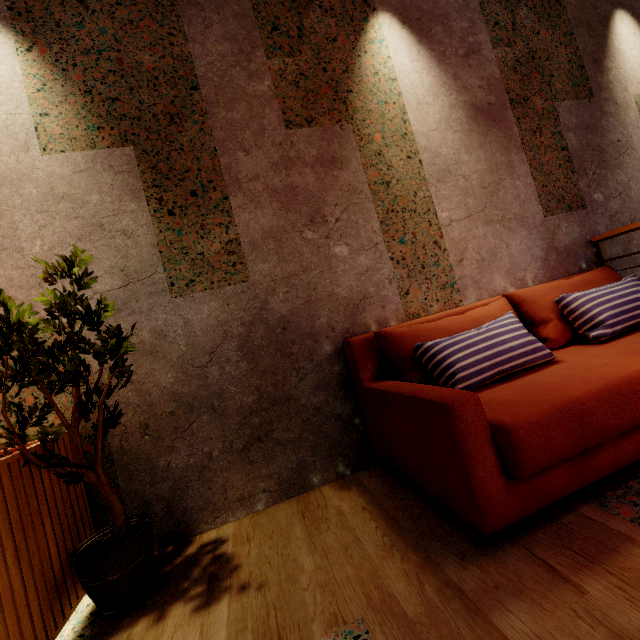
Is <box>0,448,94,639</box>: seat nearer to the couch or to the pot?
the pot

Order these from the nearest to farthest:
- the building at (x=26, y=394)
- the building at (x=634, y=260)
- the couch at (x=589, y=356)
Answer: the couch at (x=589, y=356) < the building at (x=26, y=394) < the building at (x=634, y=260)

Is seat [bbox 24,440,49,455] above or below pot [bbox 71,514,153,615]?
above

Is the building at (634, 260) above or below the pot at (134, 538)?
above

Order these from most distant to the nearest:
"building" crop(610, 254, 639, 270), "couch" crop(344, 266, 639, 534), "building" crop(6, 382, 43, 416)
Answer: "building" crop(610, 254, 639, 270) → "building" crop(6, 382, 43, 416) → "couch" crop(344, 266, 639, 534)

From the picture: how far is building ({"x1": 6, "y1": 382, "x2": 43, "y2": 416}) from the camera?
1.7m

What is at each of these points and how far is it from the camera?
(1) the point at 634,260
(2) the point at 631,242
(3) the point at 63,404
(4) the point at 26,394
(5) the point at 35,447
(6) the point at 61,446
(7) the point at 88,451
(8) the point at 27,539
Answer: (1) building, 2.89m
(2) building, 2.91m
(3) building, 1.79m
(4) building, 1.76m
(5) seat, 1.46m
(6) seat, 1.65m
(7) building, 1.80m
(8) seat, 1.29m
